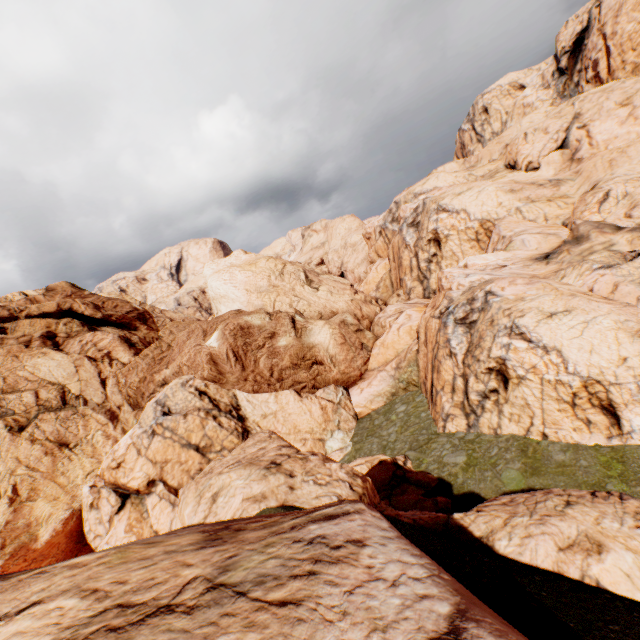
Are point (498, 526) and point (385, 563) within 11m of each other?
yes
